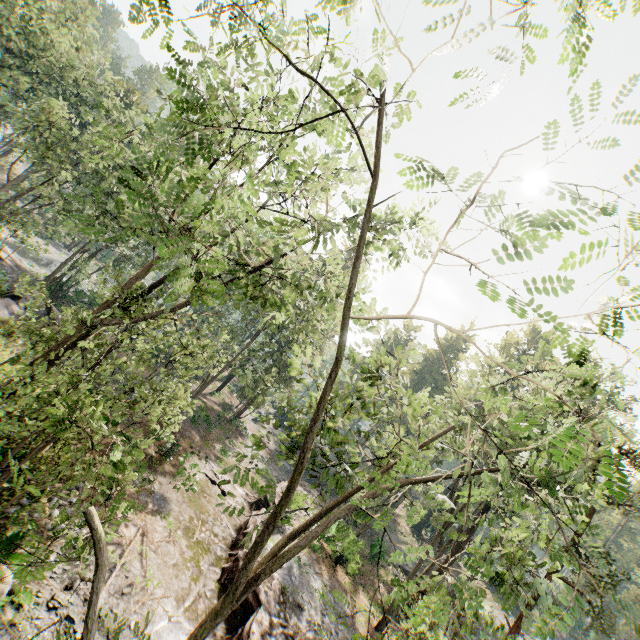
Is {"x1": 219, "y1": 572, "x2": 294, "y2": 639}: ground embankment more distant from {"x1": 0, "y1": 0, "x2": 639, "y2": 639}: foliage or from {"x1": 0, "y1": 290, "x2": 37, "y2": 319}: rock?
{"x1": 0, "y1": 290, "x2": 37, "y2": 319}: rock

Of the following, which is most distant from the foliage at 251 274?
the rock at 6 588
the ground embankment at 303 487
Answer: the rock at 6 588

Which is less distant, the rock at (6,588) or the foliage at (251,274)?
the foliage at (251,274)

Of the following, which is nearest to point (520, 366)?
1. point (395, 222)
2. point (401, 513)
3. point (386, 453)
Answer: point (386, 453)

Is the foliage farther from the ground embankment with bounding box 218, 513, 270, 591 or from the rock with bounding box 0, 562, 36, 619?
the rock with bounding box 0, 562, 36, 619

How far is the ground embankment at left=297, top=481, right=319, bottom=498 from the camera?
30.0 meters

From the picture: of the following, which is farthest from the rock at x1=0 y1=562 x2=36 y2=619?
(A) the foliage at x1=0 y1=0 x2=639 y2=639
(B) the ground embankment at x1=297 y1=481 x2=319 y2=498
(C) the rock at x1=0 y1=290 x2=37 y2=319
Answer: (B) the ground embankment at x1=297 y1=481 x2=319 y2=498
